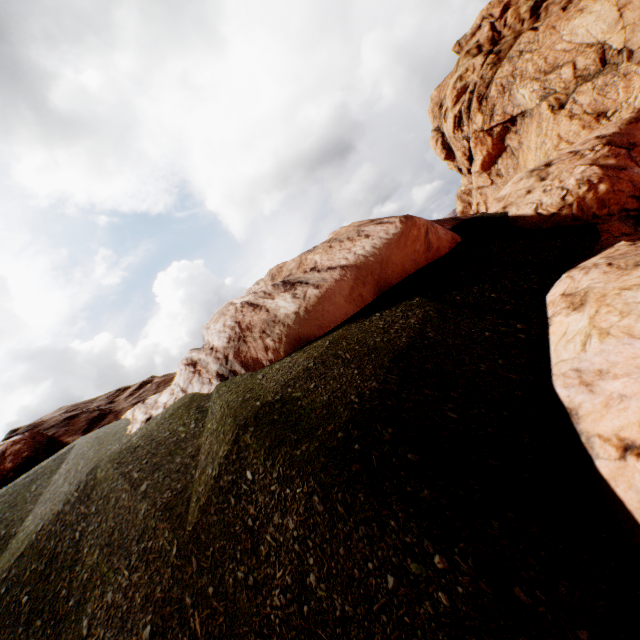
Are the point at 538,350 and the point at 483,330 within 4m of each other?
yes
